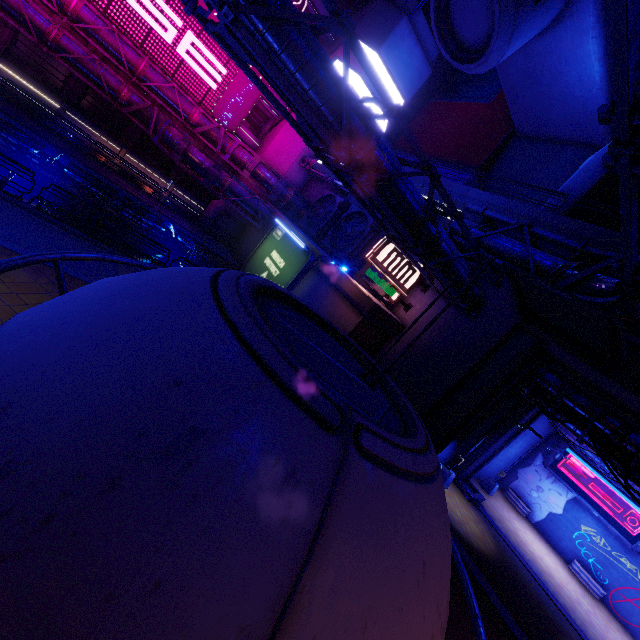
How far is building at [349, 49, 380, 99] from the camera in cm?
3136

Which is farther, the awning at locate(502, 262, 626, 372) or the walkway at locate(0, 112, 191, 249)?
the walkway at locate(0, 112, 191, 249)

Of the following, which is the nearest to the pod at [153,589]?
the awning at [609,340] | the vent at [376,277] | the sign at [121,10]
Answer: the awning at [609,340]

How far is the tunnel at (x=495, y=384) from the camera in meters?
15.1 m

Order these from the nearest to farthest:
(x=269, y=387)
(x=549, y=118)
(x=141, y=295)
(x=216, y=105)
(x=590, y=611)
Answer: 1. (x=269, y=387)
2. (x=141, y=295)
3. (x=590, y=611)
4. (x=549, y=118)
5. (x=216, y=105)

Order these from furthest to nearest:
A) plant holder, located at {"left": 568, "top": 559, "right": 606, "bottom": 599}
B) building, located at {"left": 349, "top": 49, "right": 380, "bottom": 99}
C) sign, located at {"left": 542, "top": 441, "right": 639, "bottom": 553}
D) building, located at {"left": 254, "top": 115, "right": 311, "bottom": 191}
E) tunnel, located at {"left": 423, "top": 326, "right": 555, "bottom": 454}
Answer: building, located at {"left": 254, "top": 115, "right": 311, "bottom": 191} < building, located at {"left": 349, "top": 49, "right": 380, "bottom": 99} < sign, located at {"left": 542, "top": 441, "right": 639, "bottom": 553} < plant holder, located at {"left": 568, "top": 559, "right": 606, "bottom": 599} < tunnel, located at {"left": 423, "top": 326, "right": 555, "bottom": 454}

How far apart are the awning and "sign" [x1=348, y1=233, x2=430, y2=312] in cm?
494

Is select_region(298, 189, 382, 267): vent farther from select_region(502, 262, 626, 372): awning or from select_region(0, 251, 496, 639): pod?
select_region(0, 251, 496, 639): pod
